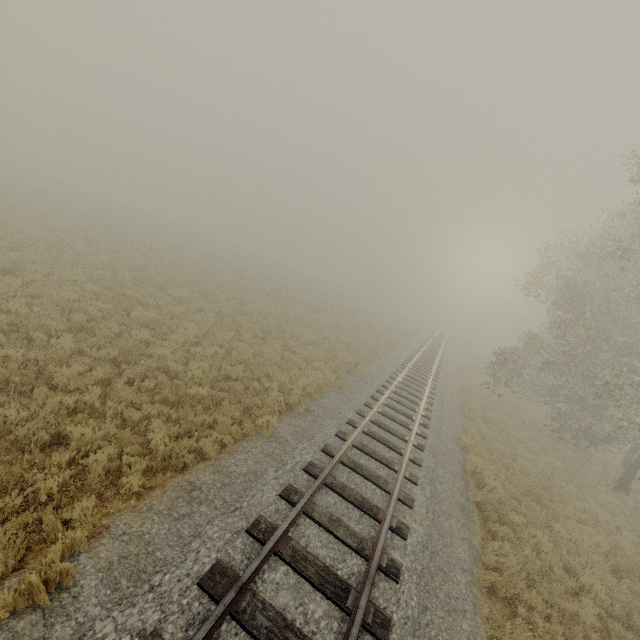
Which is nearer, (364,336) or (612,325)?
(612,325)
